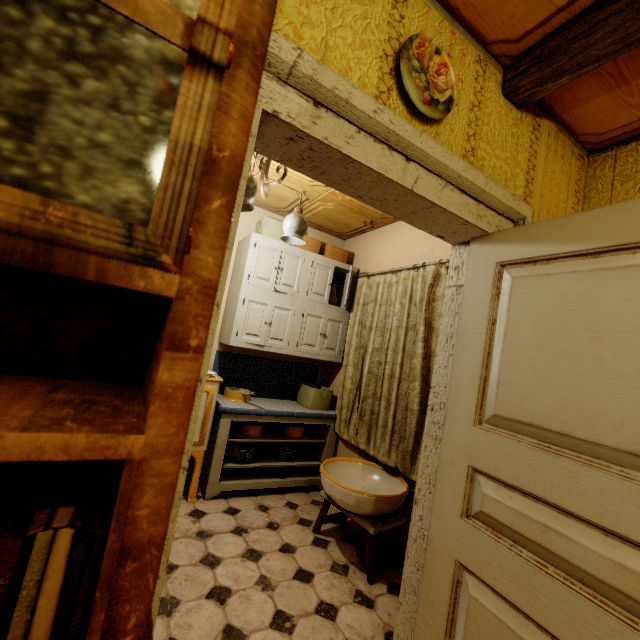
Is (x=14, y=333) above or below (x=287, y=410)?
above

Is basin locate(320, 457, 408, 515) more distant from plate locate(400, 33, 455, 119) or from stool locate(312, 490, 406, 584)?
plate locate(400, 33, 455, 119)

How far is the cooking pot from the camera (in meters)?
3.11

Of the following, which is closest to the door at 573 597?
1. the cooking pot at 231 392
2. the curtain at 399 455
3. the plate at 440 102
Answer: the plate at 440 102

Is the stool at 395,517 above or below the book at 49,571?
below

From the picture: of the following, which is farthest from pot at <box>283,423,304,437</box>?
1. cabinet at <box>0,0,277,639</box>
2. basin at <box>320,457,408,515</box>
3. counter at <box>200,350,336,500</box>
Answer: cabinet at <box>0,0,277,639</box>

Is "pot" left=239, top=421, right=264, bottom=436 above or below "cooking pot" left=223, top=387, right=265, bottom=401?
below

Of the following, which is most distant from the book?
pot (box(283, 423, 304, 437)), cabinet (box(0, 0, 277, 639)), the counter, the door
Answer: pot (box(283, 423, 304, 437))
